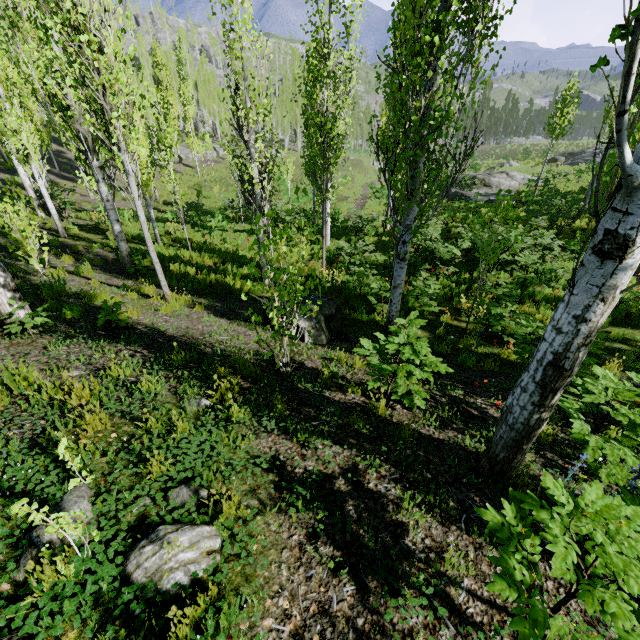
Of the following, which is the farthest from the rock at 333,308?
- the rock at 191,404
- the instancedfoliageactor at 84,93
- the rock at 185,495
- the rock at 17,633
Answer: the rock at 17,633

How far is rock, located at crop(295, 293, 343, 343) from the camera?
6.4m

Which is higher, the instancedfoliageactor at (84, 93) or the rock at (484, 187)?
the instancedfoliageactor at (84, 93)

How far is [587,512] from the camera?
1.6 meters

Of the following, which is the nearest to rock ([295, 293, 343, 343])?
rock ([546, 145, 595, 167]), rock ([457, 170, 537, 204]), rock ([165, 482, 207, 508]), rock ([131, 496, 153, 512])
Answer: rock ([165, 482, 207, 508])

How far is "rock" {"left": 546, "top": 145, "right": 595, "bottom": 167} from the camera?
33.8m

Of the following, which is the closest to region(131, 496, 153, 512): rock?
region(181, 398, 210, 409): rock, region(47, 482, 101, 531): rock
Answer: region(47, 482, 101, 531): rock

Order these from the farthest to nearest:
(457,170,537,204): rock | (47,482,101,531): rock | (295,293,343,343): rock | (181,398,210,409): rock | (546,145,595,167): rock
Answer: (546,145,595,167): rock → (457,170,537,204): rock → (295,293,343,343): rock → (181,398,210,409): rock → (47,482,101,531): rock
